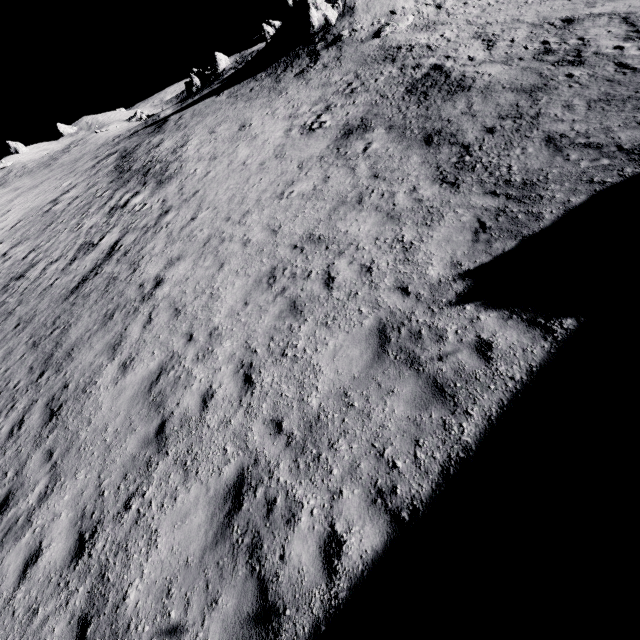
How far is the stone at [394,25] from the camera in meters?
22.0

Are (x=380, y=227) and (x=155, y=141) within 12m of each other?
no

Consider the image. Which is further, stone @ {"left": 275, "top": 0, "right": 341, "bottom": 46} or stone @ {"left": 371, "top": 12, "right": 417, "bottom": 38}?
stone @ {"left": 275, "top": 0, "right": 341, "bottom": 46}

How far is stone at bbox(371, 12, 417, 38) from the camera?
22.02m

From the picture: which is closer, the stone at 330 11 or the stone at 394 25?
the stone at 394 25

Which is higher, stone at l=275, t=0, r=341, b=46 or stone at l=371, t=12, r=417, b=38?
stone at l=275, t=0, r=341, b=46
